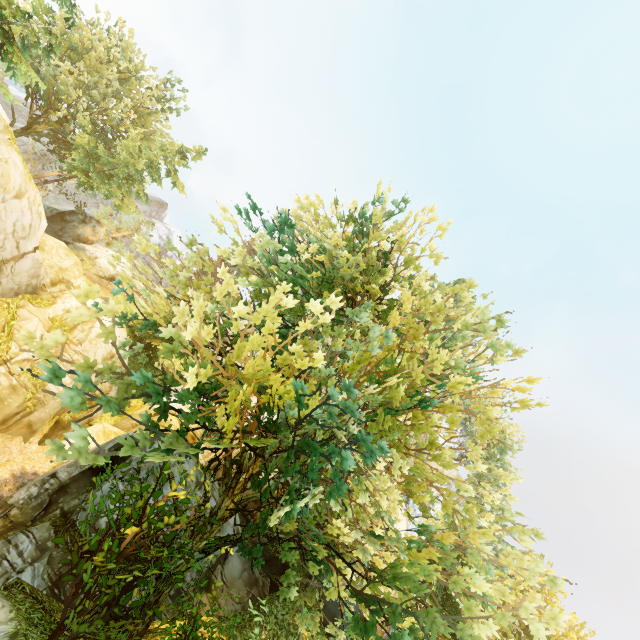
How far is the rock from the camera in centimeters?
3231cm

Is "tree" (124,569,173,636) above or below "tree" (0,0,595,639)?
below

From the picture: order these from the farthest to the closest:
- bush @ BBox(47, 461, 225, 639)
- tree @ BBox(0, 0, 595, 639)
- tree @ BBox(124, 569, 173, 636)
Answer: tree @ BBox(124, 569, 173, 636), bush @ BBox(47, 461, 225, 639), tree @ BBox(0, 0, 595, 639)

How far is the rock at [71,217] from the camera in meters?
32.3

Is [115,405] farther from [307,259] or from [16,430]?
[16,430]

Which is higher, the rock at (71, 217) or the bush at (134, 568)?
the rock at (71, 217)

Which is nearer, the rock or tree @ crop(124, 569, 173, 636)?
tree @ crop(124, 569, 173, 636)

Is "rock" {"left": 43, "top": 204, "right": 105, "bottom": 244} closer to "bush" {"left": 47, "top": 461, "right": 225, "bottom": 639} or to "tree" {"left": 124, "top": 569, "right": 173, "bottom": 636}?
"tree" {"left": 124, "top": 569, "right": 173, "bottom": 636}
